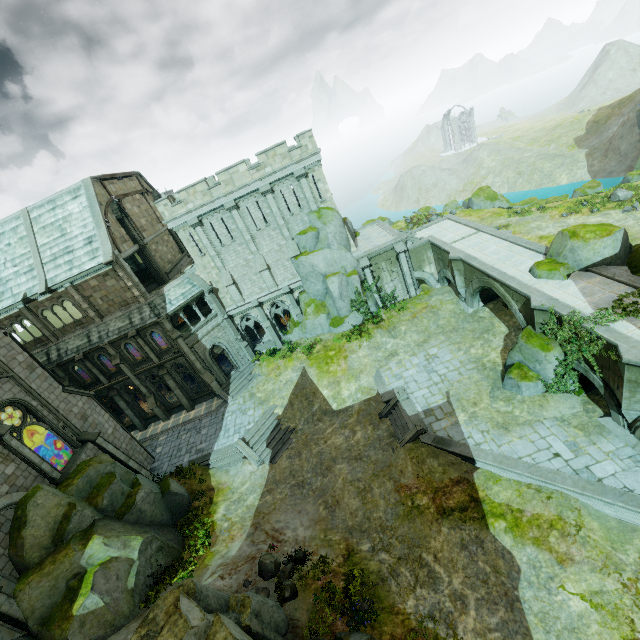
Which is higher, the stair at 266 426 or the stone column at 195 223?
the stone column at 195 223

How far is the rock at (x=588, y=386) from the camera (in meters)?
17.11

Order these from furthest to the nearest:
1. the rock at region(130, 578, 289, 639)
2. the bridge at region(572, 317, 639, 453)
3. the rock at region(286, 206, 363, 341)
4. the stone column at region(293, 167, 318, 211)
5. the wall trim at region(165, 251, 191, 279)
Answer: the wall trim at region(165, 251, 191, 279), the rock at region(286, 206, 363, 341), the stone column at region(293, 167, 318, 211), the bridge at region(572, 317, 639, 453), the rock at region(130, 578, 289, 639)

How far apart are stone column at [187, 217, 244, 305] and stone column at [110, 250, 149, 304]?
5.7 meters

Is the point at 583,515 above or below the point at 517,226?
below

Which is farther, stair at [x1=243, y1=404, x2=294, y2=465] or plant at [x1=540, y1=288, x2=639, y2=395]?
stair at [x1=243, y1=404, x2=294, y2=465]

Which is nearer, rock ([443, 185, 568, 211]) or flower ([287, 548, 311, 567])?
flower ([287, 548, 311, 567])

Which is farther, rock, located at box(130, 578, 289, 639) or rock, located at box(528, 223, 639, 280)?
rock, located at box(528, 223, 639, 280)
